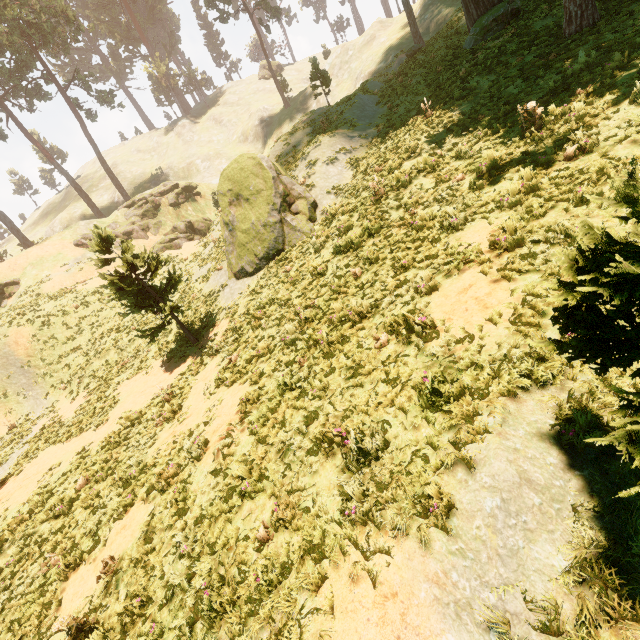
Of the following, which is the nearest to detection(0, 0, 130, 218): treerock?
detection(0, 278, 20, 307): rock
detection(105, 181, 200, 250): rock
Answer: detection(0, 278, 20, 307): rock

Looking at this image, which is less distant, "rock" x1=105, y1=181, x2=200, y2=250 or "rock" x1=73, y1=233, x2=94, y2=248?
"rock" x1=73, y1=233, x2=94, y2=248

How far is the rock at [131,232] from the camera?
35.4m

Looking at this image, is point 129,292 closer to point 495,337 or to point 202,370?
point 202,370

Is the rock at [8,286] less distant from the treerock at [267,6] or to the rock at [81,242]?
the treerock at [267,6]

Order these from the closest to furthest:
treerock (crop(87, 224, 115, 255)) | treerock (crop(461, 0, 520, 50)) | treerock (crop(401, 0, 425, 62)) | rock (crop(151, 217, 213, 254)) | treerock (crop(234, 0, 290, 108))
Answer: treerock (crop(87, 224, 115, 255)) → treerock (crop(461, 0, 520, 50)) → treerock (crop(401, 0, 425, 62)) → rock (crop(151, 217, 213, 254)) → treerock (crop(234, 0, 290, 108))

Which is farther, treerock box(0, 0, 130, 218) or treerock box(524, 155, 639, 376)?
treerock box(0, 0, 130, 218)
